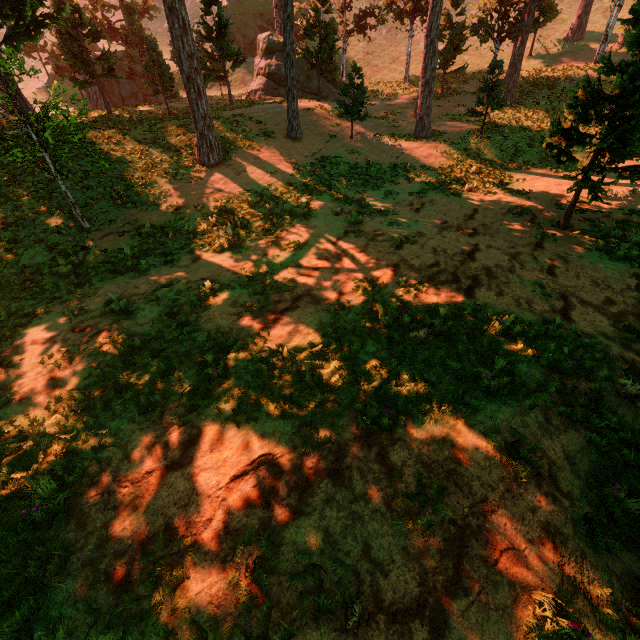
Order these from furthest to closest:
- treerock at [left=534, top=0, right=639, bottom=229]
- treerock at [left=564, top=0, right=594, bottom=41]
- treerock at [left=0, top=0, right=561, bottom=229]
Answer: treerock at [left=564, top=0, right=594, bottom=41], treerock at [left=0, top=0, right=561, bottom=229], treerock at [left=534, top=0, right=639, bottom=229]

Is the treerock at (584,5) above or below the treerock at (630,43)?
above

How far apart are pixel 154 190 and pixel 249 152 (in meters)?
5.47

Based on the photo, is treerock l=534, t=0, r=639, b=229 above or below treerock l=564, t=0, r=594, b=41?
below

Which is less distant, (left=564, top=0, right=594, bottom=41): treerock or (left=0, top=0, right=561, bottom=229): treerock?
(left=0, top=0, right=561, bottom=229): treerock

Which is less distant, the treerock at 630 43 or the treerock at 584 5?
the treerock at 630 43
